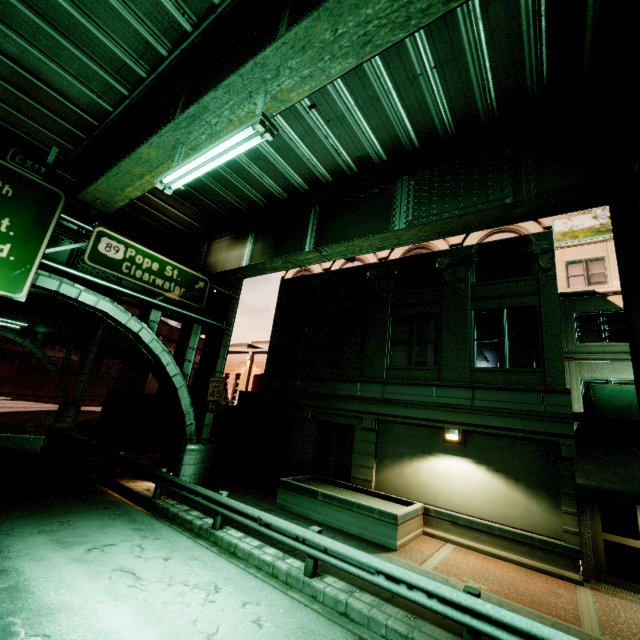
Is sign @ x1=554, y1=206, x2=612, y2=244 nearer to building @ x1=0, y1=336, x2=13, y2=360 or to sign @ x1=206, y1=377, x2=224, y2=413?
sign @ x1=206, y1=377, x2=224, y2=413

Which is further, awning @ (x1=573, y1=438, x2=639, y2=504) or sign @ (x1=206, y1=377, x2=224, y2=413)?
sign @ (x1=206, y1=377, x2=224, y2=413)

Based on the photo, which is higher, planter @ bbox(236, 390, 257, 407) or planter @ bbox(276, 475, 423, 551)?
planter @ bbox(236, 390, 257, 407)

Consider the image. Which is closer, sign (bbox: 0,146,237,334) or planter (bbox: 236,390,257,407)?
sign (bbox: 0,146,237,334)

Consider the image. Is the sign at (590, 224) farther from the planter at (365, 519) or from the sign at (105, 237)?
the planter at (365, 519)

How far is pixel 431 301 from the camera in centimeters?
1409cm

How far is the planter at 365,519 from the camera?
10.1 meters

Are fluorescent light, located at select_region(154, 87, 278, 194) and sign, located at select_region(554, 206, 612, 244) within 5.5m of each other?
no
